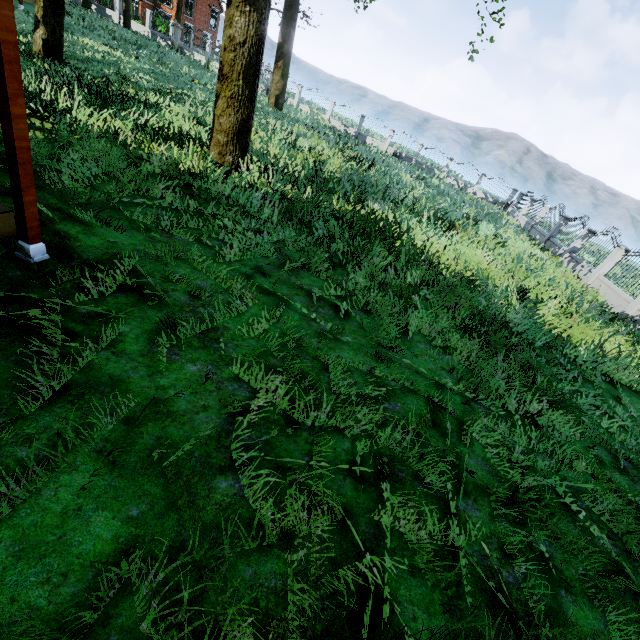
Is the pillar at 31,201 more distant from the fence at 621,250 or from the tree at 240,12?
the fence at 621,250

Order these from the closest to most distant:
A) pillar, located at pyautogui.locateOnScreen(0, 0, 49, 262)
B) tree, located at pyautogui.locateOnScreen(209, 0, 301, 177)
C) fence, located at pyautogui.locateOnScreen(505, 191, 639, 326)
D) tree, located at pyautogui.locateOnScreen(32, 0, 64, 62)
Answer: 1. pillar, located at pyautogui.locateOnScreen(0, 0, 49, 262)
2. tree, located at pyautogui.locateOnScreen(209, 0, 301, 177)
3. tree, located at pyautogui.locateOnScreen(32, 0, 64, 62)
4. fence, located at pyautogui.locateOnScreen(505, 191, 639, 326)

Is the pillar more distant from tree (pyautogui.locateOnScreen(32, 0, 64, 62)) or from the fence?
the fence

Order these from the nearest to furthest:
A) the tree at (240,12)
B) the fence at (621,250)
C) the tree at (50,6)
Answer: the tree at (240,12) < the tree at (50,6) < the fence at (621,250)

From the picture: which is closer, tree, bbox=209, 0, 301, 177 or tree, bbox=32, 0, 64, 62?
tree, bbox=209, 0, 301, 177

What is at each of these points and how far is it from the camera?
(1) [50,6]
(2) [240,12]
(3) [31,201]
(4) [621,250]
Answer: (1) tree, 9.89m
(2) tree, 6.25m
(3) pillar, 3.22m
(4) fence, 13.41m
